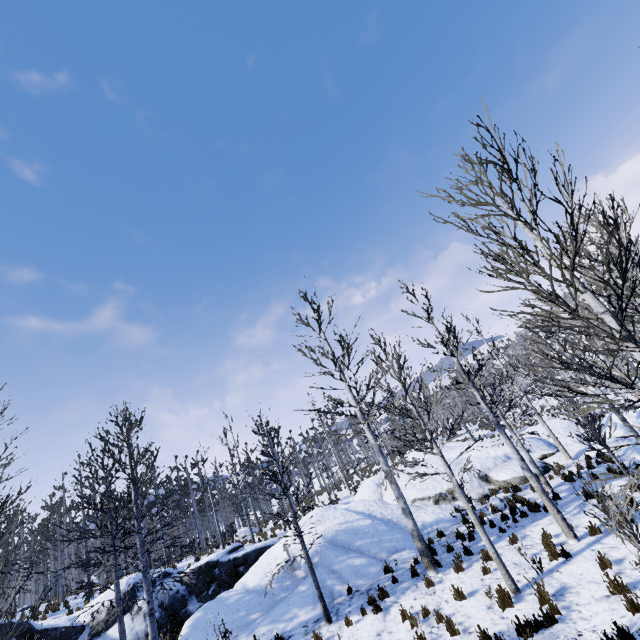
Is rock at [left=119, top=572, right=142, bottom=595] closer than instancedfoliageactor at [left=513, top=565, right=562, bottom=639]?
No

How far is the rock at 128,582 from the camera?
15.79m

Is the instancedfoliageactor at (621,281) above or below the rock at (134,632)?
above

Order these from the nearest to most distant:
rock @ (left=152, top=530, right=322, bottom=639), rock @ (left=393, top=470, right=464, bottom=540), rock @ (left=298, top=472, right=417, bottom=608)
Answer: rock @ (left=152, top=530, right=322, bottom=639)
rock @ (left=298, top=472, right=417, bottom=608)
rock @ (left=393, top=470, right=464, bottom=540)

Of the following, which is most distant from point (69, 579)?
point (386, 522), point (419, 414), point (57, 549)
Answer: point (419, 414)

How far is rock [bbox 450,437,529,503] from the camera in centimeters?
1620cm

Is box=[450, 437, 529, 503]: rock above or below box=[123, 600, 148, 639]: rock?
below
